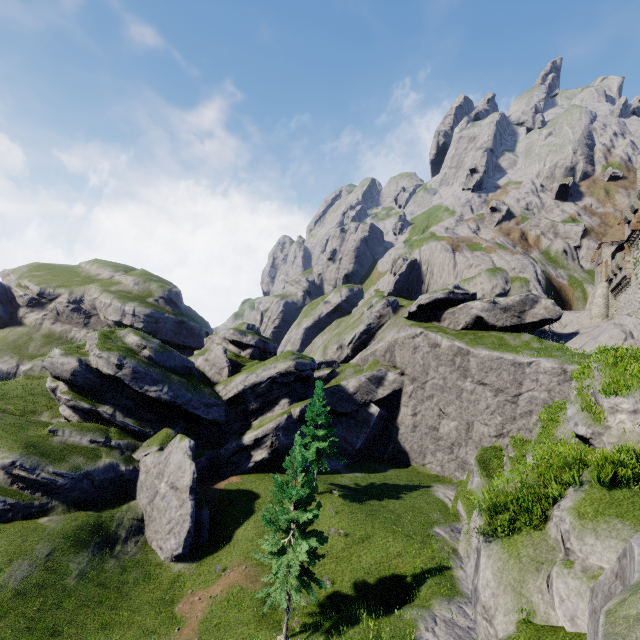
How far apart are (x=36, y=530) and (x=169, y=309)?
40.7m

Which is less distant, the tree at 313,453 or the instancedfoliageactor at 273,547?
the instancedfoliageactor at 273,547

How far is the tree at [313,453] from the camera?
29.7 meters

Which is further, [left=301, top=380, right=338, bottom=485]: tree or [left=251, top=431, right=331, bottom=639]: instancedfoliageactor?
[left=301, top=380, right=338, bottom=485]: tree

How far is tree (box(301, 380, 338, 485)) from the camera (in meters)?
29.73
